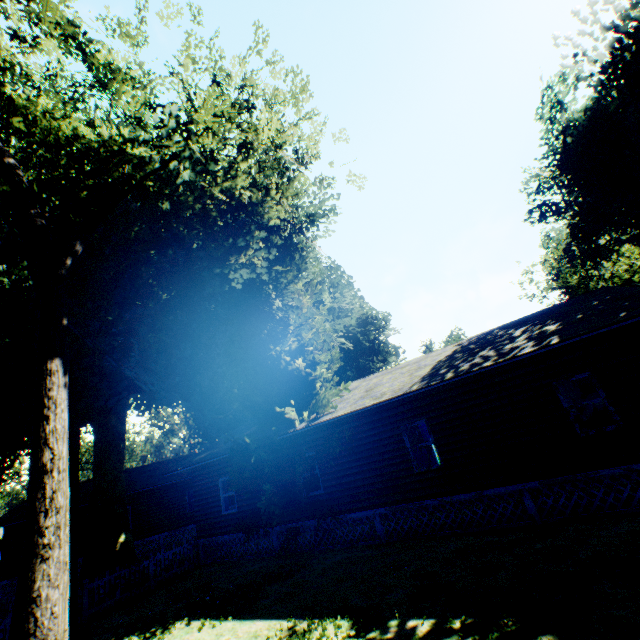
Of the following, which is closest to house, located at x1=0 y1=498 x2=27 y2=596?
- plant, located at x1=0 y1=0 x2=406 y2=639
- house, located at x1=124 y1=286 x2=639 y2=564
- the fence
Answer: plant, located at x1=0 y1=0 x2=406 y2=639

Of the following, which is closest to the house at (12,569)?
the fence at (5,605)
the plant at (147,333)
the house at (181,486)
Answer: the plant at (147,333)

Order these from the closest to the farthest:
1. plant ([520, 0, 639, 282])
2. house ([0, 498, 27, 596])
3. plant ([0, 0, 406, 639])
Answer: plant ([0, 0, 406, 639])
plant ([520, 0, 639, 282])
house ([0, 498, 27, 596])

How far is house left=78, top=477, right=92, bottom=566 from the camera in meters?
23.1 m

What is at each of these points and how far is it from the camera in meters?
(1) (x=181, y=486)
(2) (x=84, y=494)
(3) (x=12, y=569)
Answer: (1) house, 25.9
(2) house, 25.1
(3) house, 22.0

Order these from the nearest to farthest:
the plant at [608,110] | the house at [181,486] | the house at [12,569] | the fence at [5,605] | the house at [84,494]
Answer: the house at [181,486] → the fence at [5,605] → the plant at [608,110] → the house at [12,569] → the house at [84,494]

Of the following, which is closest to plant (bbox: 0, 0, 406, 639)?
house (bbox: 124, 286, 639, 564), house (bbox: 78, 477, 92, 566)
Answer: house (bbox: 124, 286, 639, 564)

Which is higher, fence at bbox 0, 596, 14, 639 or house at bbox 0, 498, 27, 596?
house at bbox 0, 498, 27, 596
